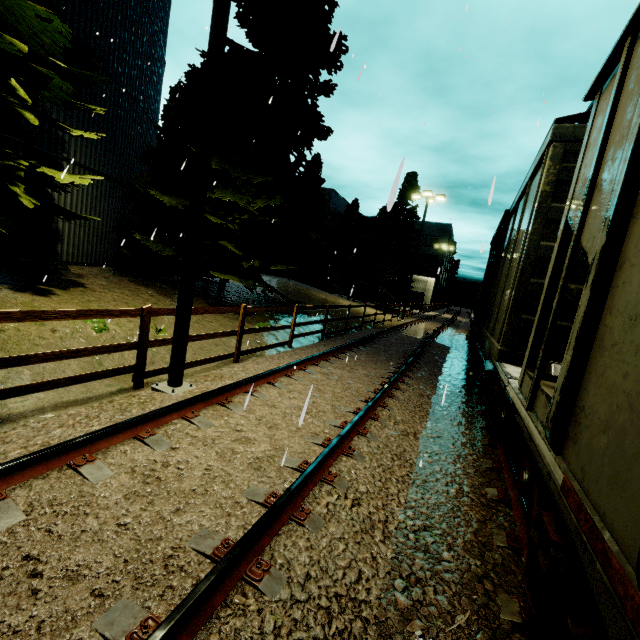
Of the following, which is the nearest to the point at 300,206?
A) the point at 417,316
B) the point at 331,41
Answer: the point at 331,41

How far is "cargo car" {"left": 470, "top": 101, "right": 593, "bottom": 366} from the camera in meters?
4.4 m

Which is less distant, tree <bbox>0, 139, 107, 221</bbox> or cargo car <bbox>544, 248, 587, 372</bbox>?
cargo car <bbox>544, 248, 587, 372</bbox>

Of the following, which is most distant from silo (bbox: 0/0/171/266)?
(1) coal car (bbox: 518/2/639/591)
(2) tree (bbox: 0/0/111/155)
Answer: (1) coal car (bbox: 518/2/639/591)

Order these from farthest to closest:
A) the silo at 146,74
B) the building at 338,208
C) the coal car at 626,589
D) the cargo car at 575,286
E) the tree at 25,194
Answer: the building at 338,208
the silo at 146,74
the tree at 25,194
the cargo car at 575,286
the coal car at 626,589

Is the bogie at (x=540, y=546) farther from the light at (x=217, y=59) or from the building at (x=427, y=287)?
the building at (x=427, y=287)

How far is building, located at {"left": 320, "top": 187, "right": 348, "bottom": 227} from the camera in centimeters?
4697cm

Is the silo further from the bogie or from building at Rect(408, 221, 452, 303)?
building at Rect(408, 221, 452, 303)
